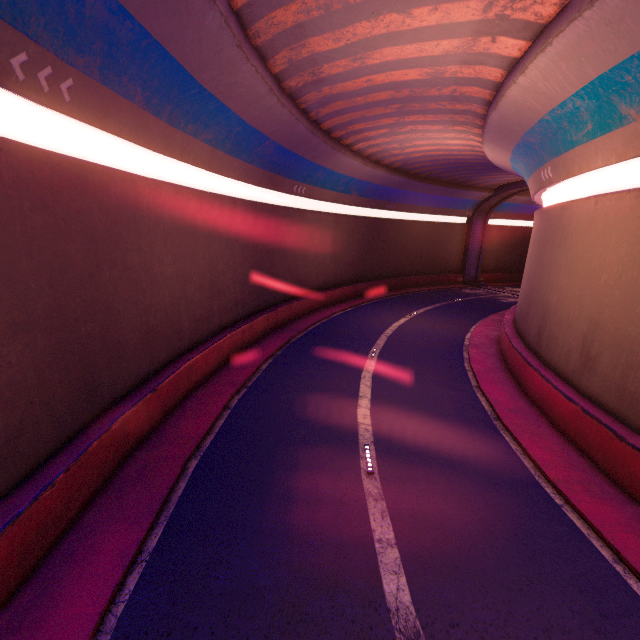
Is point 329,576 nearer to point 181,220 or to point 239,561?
point 239,561
